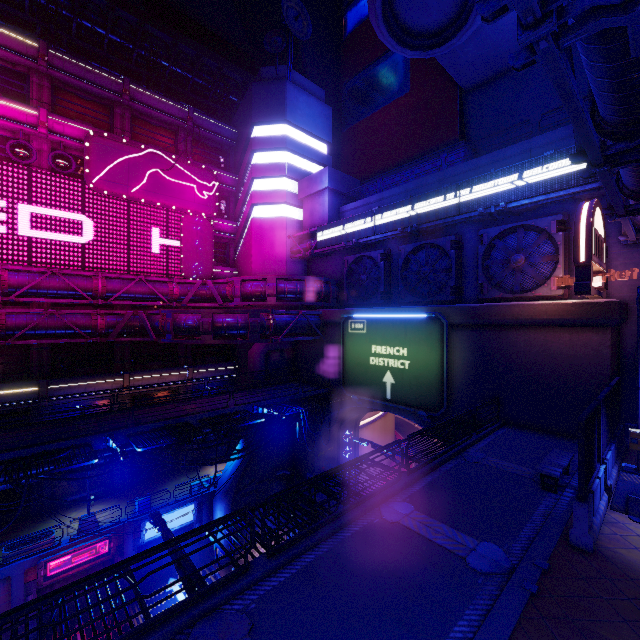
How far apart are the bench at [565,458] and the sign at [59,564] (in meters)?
23.78

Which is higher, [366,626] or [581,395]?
[581,395]

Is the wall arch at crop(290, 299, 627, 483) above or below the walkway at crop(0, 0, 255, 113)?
below

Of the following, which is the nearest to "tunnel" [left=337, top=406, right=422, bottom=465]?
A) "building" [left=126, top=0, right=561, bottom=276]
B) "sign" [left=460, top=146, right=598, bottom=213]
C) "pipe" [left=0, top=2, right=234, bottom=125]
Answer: "building" [left=126, top=0, right=561, bottom=276]

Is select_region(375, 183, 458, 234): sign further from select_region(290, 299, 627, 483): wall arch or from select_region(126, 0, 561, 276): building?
select_region(290, 299, 627, 483): wall arch

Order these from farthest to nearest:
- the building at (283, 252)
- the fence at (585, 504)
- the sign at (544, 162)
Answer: the building at (283, 252)
the sign at (544, 162)
the fence at (585, 504)

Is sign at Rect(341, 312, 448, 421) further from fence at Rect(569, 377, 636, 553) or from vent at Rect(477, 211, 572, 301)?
fence at Rect(569, 377, 636, 553)

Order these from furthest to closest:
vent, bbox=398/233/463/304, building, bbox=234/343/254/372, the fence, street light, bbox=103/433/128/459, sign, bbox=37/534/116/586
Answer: building, bbox=234/343/254/372 → vent, bbox=398/233/463/304 → sign, bbox=37/534/116/586 → street light, bbox=103/433/128/459 → the fence
